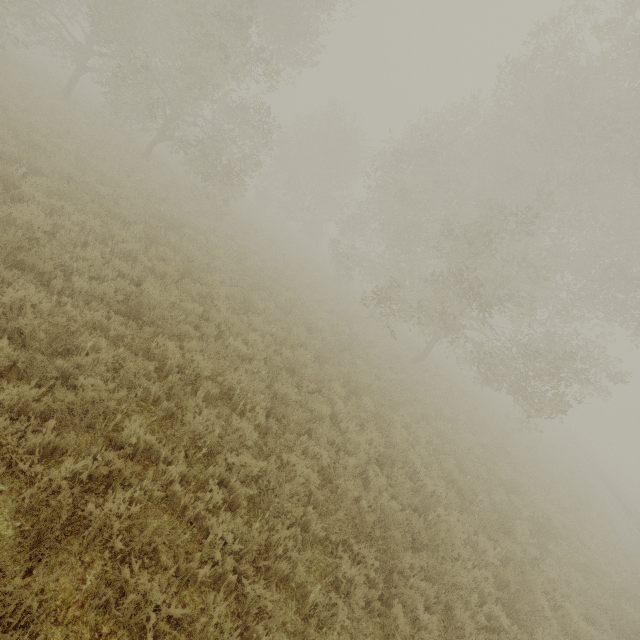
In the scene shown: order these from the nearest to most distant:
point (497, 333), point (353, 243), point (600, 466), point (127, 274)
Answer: point (127, 274), point (497, 333), point (600, 466), point (353, 243)
